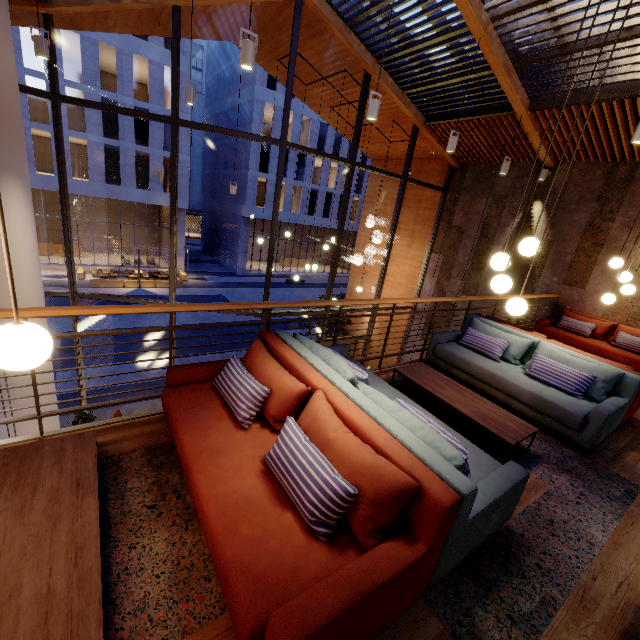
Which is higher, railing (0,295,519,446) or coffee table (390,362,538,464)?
railing (0,295,519,446)

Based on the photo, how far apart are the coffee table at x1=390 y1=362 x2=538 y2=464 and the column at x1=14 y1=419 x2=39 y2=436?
6.7m

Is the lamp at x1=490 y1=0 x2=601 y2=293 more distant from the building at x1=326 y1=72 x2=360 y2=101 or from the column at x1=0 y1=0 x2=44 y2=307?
the column at x1=0 y1=0 x2=44 y2=307

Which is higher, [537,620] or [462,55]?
[462,55]

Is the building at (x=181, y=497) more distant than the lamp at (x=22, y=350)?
Yes

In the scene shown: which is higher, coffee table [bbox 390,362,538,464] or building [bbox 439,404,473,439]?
coffee table [bbox 390,362,538,464]

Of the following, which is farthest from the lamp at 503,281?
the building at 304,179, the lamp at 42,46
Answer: the building at 304,179
